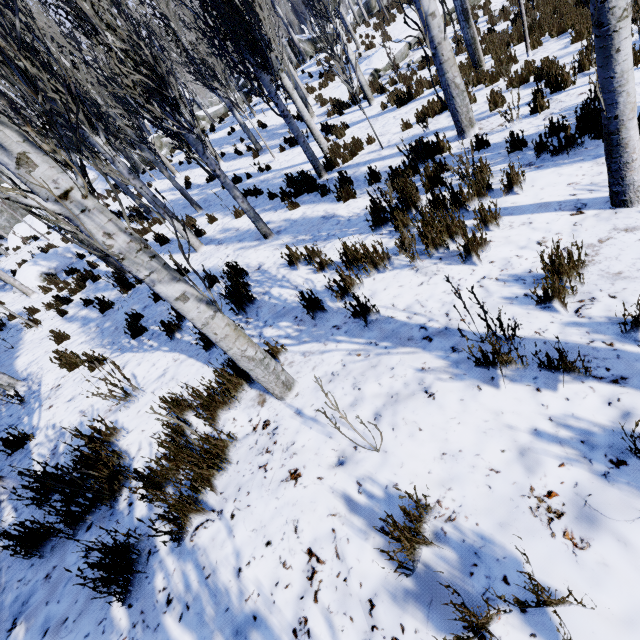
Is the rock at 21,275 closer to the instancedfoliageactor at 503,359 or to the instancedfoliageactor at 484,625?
the instancedfoliageactor at 484,625

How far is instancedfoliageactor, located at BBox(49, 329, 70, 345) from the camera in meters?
6.5 m

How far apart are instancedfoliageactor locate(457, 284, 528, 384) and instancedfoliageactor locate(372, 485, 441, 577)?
0.9m

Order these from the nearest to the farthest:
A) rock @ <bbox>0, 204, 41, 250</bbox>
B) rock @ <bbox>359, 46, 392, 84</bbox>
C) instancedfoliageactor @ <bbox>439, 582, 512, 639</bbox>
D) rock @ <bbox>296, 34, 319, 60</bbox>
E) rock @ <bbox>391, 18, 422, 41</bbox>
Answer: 1. instancedfoliageactor @ <bbox>439, 582, 512, 639</bbox>
2. rock @ <bbox>359, 46, 392, 84</bbox>
3. rock @ <bbox>391, 18, 422, 41</bbox>
4. rock @ <bbox>0, 204, 41, 250</bbox>
5. rock @ <bbox>296, 34, 319, 60</bbox>

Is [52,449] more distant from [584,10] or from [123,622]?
[584,10]

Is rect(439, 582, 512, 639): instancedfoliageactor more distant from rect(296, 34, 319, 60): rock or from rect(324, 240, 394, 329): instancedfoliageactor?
rect(296, 34, 319, 60): rock

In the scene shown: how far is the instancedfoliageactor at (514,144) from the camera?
4.5m

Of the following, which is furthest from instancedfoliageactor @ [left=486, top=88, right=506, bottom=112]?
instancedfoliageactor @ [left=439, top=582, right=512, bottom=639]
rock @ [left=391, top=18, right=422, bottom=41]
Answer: instancedfoliageactor @ [left=439, top=582, right=512, bottom=639]
